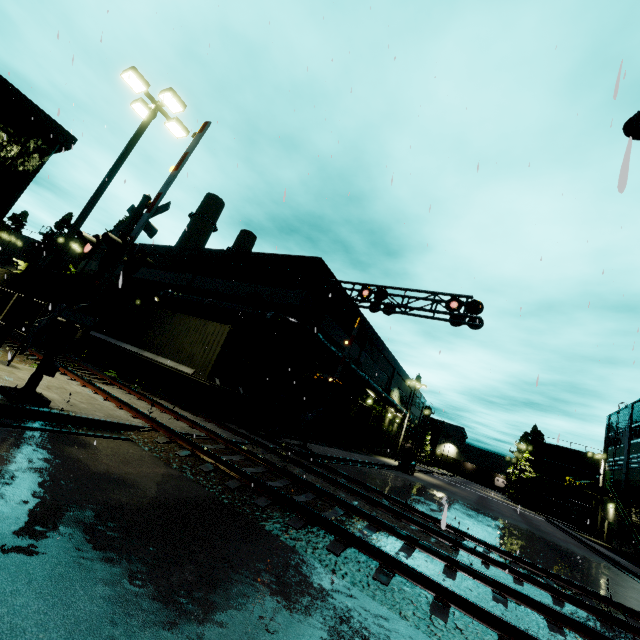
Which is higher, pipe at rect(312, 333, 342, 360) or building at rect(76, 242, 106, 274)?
building at rect(76, 242, 106, 274)

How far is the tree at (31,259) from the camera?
47.5 meters

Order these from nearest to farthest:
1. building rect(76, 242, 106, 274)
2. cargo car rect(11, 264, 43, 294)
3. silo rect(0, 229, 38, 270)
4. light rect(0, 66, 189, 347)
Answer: light rect(0, 66, 189, 347) < cargo car rect(11, 264, 43, 294) < building rect(76, 242, 106, 274) < silo rect(0, 229, 38, 270)

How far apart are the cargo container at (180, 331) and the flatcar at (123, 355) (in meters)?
0.01

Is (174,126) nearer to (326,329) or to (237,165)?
(237,165)

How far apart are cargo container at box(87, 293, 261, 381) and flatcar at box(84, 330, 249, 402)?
0.01m

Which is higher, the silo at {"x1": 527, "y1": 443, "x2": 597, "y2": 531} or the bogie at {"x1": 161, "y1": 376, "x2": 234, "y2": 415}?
the silo at {"x1": 527, "y1": 443, "x2": 597, "y2": 531}

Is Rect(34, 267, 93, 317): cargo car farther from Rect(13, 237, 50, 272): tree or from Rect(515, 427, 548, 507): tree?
Rect(515, 427, 548, 507): tree
